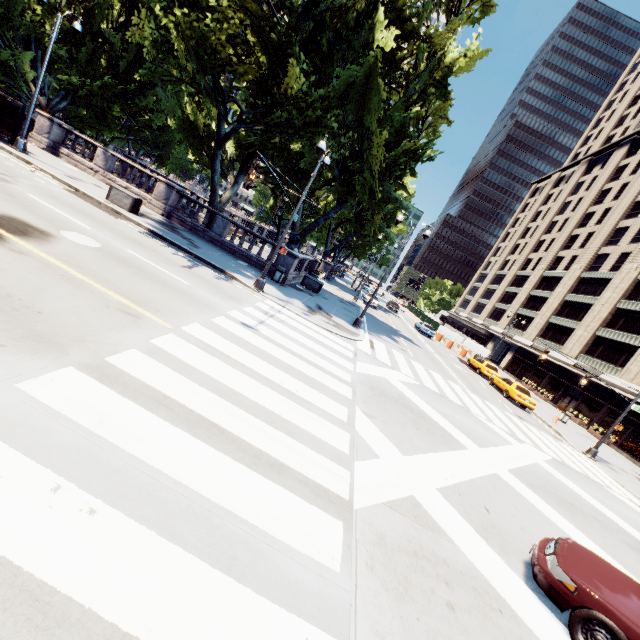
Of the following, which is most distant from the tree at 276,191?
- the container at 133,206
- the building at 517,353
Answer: the building at 517,353

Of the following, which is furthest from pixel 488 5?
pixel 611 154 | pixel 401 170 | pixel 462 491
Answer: pixel 611 154

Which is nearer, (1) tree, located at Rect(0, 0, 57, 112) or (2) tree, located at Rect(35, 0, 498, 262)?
(2) tree, located at Rect(35, 0, 498, 262)

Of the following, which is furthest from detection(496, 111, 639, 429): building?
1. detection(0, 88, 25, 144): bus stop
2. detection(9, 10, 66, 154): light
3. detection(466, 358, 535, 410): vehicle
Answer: detection(0, 88, 25, 144): bus stop

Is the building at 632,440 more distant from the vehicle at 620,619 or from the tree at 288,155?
the vehicle at 620,619

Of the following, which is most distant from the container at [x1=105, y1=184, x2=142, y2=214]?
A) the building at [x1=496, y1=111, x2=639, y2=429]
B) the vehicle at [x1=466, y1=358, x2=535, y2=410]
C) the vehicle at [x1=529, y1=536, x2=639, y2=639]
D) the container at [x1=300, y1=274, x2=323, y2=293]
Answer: the building at [x1=496, y1=111, x2=639, y2=429]

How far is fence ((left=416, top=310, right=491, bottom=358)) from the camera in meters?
44.5 m

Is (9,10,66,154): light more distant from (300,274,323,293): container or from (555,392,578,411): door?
(555,392,578,411): door
